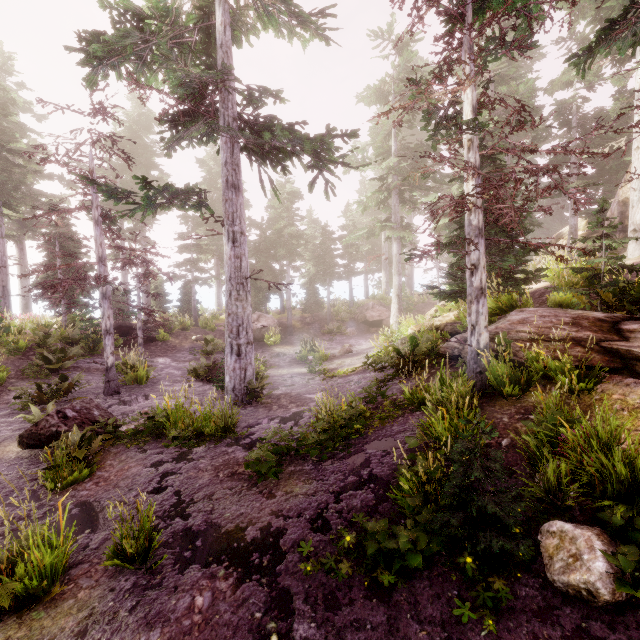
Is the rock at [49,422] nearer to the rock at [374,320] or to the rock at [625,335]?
the rock at [625,335]

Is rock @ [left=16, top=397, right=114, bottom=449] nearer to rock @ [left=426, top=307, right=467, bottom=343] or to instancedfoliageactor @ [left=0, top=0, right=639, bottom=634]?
instancedfoliageactor @ [left=0, top=0, right=639, bottom=634]

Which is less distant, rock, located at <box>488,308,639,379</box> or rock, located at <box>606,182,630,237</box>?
rock, located at <box>488,308,639,379</box>

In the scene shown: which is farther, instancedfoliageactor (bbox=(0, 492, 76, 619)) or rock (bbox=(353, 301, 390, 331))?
rock (bbox=(353, 301, 390, 331))

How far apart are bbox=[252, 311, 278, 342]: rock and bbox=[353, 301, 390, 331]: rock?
7.5m

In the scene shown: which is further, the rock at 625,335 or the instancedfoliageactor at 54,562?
the rock at 625,335

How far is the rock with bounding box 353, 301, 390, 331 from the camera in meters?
26.6 m

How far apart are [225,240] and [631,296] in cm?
1103
